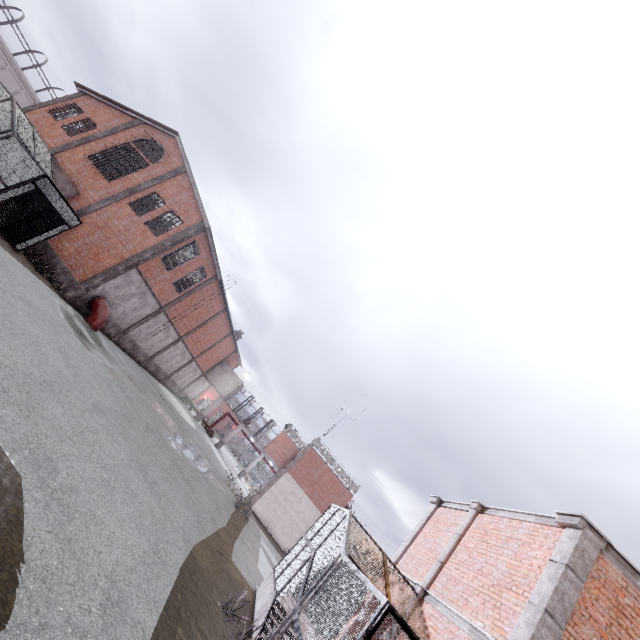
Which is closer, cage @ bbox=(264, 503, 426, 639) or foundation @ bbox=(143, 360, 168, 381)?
cage @ bbox=(264, 503, 426, 639)

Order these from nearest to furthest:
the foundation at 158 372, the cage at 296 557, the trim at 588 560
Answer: the cage at 296 557 < the trim at 588 560 < the foundation at 158 372

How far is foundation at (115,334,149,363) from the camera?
24.0 meters

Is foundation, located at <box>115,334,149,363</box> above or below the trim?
below

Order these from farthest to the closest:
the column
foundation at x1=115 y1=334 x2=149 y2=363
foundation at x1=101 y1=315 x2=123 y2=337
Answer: foundation at x1=115 y1=334 x2=149 y2=363, foundation at x1=101 y1=315 x2=123 y2=337, the column

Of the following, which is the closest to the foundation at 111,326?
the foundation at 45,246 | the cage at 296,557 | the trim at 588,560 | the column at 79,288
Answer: the column at 79,288

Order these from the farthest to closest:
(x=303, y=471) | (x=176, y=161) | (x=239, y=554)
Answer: (x=303, y=471) → (x=176, y=161) → (x=239, y=554)

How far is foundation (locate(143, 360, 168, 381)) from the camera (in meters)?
29.41
